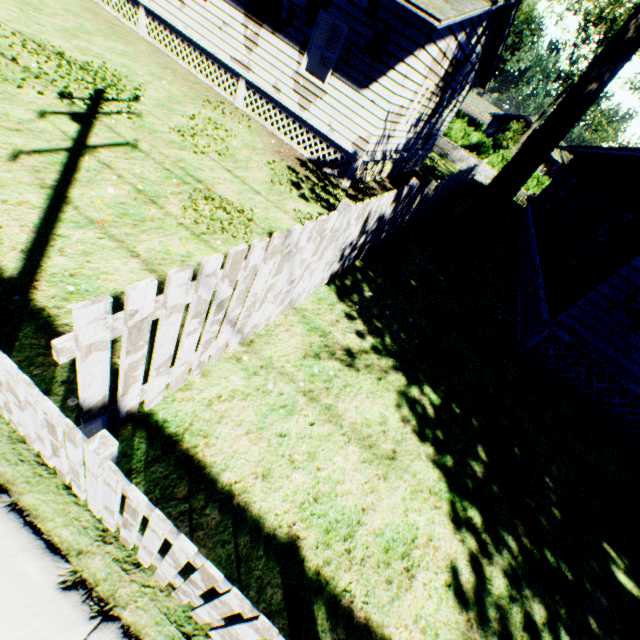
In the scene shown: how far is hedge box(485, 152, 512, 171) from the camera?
38.6 meters

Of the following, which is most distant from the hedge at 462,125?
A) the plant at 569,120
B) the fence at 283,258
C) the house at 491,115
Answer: the fence at 283,258

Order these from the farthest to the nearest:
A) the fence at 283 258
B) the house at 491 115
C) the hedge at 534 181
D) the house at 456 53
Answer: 1. the house at 491 115
2. the hedge at 534 181
3. the house at 456 53
4. the fence at 283 258

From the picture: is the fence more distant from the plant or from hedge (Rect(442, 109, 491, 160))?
hedge (Rect(442, 109, 491, 160))

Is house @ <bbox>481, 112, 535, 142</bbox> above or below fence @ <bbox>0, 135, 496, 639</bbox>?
above

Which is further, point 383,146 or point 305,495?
point 383,146

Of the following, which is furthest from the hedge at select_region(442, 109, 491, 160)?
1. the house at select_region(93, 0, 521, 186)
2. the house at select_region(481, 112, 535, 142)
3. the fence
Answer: the house at select_region(93, 0, 521, 186)
